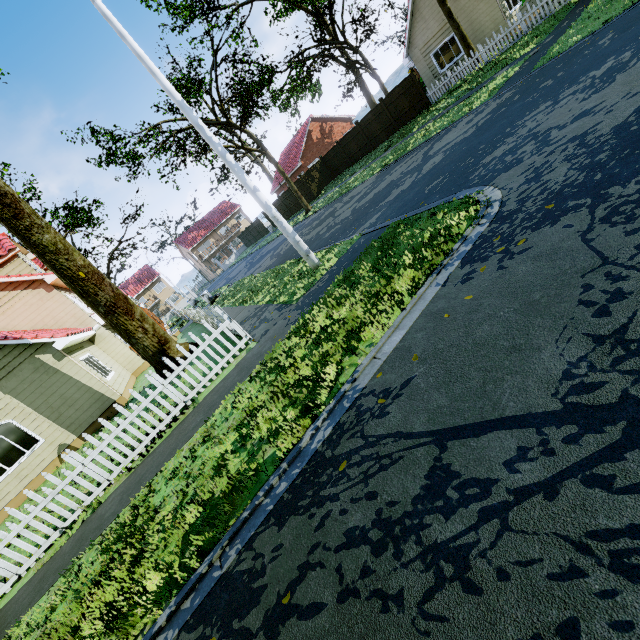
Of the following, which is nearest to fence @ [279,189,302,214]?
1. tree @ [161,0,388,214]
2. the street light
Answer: tree @ [161,0,388,214]

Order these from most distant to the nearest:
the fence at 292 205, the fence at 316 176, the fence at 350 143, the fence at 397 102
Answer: the fence at 292 205, the fence at 316 176, the fence at 350 143, the fence at 397 102

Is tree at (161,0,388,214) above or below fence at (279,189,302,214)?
above

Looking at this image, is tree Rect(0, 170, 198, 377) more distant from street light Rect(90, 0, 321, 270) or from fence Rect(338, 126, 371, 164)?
street light Rect(90, 0, 321, 270)

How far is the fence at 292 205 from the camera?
33.06m

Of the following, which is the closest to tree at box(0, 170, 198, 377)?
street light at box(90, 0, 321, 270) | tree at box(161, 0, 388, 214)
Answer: tree at box(161, 0, 388, 214)

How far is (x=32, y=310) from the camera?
15.5m

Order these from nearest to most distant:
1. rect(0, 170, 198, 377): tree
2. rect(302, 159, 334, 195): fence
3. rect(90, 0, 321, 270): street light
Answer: rect(90, 0, 321, 270): street light
rect(0, 170, 198, 377): tree
rect(302, 159, 334, 195): fence
